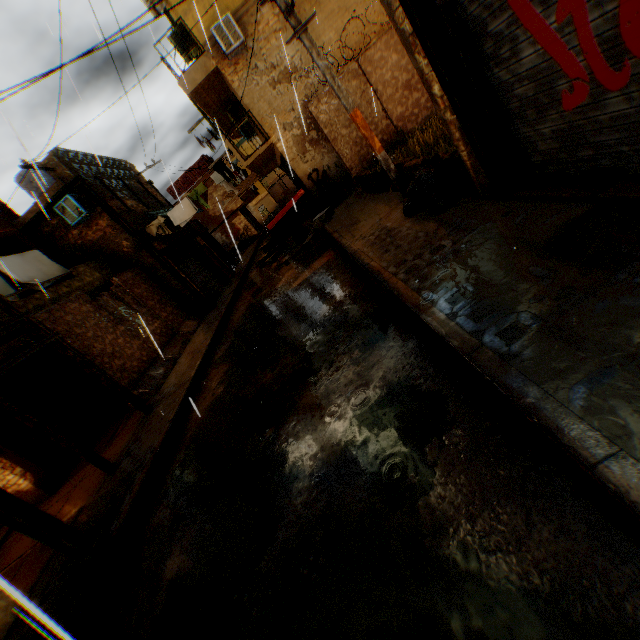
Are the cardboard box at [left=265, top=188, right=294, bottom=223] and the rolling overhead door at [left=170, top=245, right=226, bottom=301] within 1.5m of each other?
yes

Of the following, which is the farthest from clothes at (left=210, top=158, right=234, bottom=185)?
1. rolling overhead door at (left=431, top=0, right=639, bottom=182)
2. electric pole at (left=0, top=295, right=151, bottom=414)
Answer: electric pole at (left=0, top=295, right=151, bottom=414)

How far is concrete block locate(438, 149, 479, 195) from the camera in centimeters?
460cm

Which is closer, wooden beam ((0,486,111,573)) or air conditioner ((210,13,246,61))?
wooden beam ((0,486,111,573))

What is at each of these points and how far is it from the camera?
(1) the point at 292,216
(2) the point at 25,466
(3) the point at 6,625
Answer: (1) cart, 15.12m
(2) building, 8.15m
(3) building, 4.20m

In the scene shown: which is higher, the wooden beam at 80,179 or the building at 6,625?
the wooden beam at 80,179

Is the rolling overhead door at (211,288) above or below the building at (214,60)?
below

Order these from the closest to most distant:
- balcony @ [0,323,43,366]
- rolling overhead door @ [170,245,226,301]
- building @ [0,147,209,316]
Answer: balcony @ [0,323,43,366] → building @ [0,147,209,316] → rolling overhead door @ [170,245,226,301]
